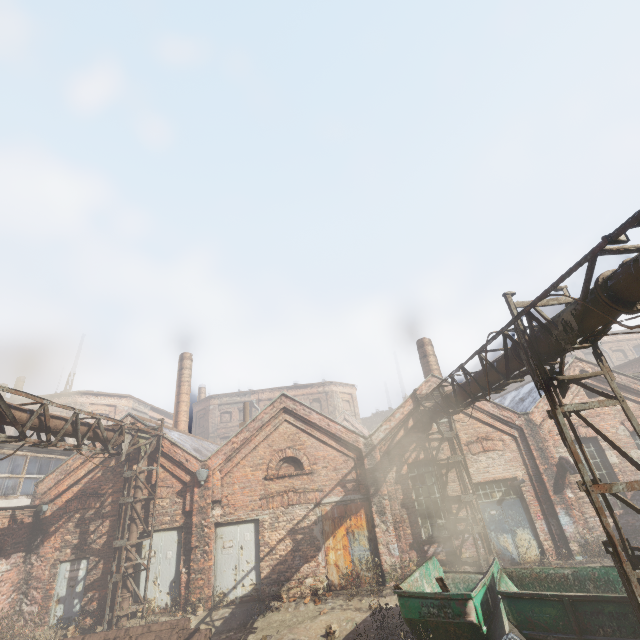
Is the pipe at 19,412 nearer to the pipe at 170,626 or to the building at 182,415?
the pipe at 170,626

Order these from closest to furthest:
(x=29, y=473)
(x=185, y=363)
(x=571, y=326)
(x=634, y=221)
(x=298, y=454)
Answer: (x=634, y=221) → (x=571, y=326) → (x=298, y=454) → (x=29, y=473) → (x=185, y=363)

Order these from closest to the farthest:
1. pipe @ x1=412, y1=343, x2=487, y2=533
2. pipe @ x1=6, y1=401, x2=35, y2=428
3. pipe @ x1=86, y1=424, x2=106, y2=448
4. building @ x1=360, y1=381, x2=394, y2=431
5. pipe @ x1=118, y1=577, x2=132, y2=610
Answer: pipe @ x1=6, y1=401, x2=35, y2=428 < pipe @ x1=412, y1=343, x2=487, y2=533 < pipe @ x1=86, y1=424, x2=106, y2=448 < pipe @ x1=118, y1=577, x2=132, y2=610 < building @ x1=360, y1=381, x2=394, y2=431

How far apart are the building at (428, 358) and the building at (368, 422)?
29.9 meters

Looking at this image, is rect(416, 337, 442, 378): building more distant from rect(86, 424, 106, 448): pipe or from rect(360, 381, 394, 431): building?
rect(360, 381, 394, 431): building

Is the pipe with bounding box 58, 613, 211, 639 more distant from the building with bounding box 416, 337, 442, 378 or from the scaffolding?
the building with bounding box 416, 337, 442, 378

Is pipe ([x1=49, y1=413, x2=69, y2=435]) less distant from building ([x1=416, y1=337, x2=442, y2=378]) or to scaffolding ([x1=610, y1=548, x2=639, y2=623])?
scaffolding ([x1=610, y1=548, x2=639, y2=623])

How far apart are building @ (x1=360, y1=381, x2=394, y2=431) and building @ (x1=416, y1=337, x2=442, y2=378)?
29.9m
